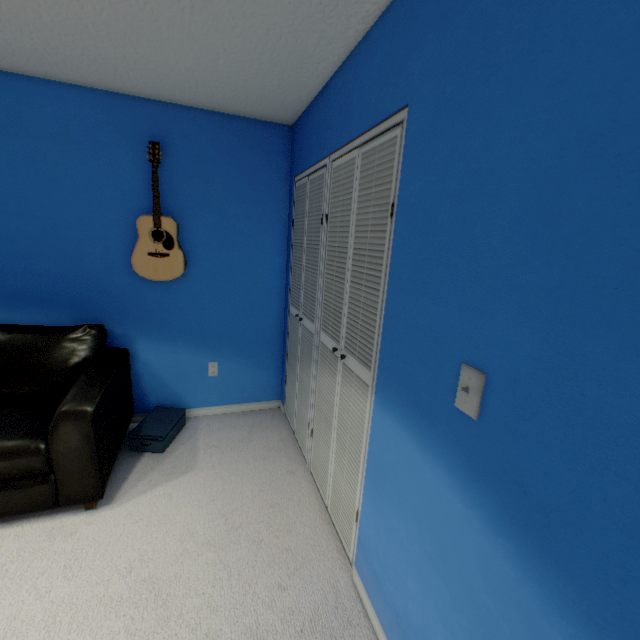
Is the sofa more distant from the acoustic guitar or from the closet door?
the closet door

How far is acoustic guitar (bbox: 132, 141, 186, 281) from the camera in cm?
228

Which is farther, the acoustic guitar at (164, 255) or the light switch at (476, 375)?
the acoustic guitar at (164, 255)

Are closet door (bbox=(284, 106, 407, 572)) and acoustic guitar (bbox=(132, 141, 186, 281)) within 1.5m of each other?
yes

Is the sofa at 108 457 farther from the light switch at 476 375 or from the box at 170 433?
the light switch at 476 375

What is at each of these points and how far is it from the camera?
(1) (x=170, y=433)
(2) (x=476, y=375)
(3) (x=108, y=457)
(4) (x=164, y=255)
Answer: (1) box, 2.5m
(2) light switch, 0.8m
(3) sofa, 2.0m
(4) acoustic guitar, 2.4m

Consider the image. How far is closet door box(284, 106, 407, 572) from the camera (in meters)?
1.33

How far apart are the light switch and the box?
2.2 meters
